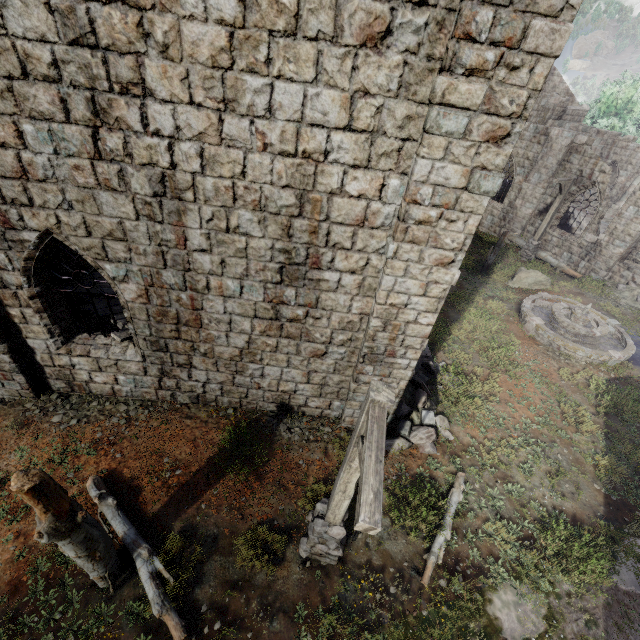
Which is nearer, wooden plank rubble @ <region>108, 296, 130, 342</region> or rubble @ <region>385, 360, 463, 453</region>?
wooden plank rubble @ <region>108, 296, 130, 342</region>

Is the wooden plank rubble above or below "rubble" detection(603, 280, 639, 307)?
above

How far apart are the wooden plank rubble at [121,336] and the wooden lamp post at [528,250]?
18.0m

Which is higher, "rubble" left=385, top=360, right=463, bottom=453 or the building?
the building

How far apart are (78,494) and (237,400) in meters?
3.8

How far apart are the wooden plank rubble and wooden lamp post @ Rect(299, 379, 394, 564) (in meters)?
5.82

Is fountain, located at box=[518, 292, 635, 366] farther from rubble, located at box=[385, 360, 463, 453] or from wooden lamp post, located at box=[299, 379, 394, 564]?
wooden lamp post, located at box=[299, 379, 394, 564]

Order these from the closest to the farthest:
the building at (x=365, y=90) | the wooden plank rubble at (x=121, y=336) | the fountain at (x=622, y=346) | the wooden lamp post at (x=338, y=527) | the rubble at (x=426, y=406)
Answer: the wooden lamp post at (x=338, y=527) → the building at (x=365, y=90) → the wooden plank rubble at (x=121, y=336) → the rubble at (x=426, y=406) → the fountain at (x=622, y=346)
